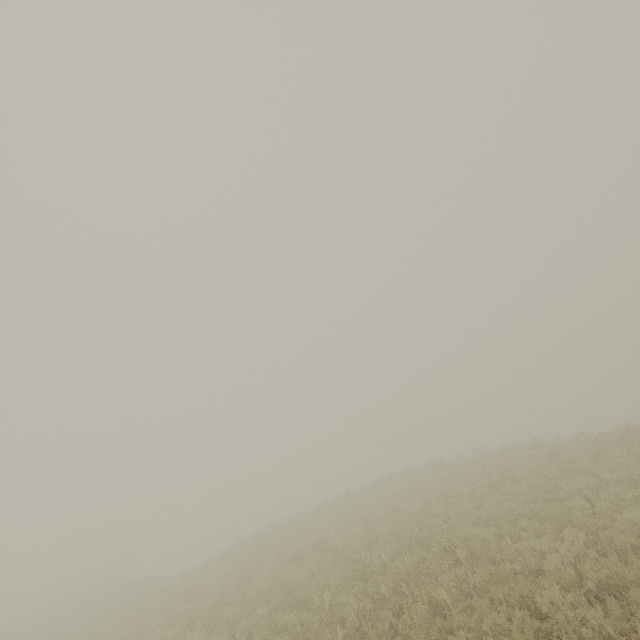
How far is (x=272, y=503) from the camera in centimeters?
4134cm
